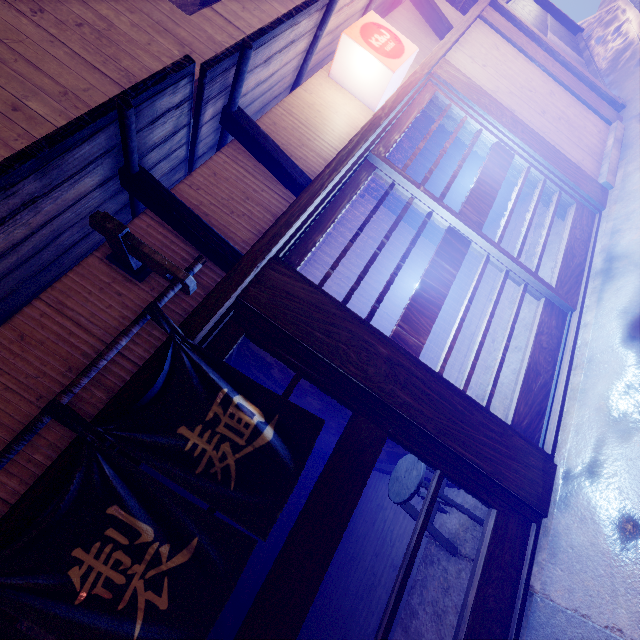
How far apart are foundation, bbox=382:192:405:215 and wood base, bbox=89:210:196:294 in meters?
13.3

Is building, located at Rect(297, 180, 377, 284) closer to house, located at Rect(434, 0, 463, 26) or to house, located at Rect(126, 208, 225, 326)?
house, located at Rect(434, 0, 463, 26)

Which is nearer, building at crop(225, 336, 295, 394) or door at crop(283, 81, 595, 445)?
door at crop(283, 81, 595, 445)

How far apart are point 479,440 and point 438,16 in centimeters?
1040cm

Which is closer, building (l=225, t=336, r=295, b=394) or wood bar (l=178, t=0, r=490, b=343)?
wood bar (l=178, t=0, r=490, b=343)

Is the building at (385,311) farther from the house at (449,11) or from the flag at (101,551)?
the flag at (101,551)

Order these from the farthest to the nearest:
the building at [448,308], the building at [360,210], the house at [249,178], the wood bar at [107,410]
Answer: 1. the building at [360,210]
2. the building at [448,308]
3. the house at [249,178]
4. the wood bar at [107,410]

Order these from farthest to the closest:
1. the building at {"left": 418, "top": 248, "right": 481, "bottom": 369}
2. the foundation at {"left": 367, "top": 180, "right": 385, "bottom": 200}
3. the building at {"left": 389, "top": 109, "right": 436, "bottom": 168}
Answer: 1. the foundation at {"left": 367, "top": 180, "right": 385, "bottom": 200}
2. the building at {"left": 389, "top": 109, "right": 436, "bottom": 168}
3. the building at {"left": 418, "top": 248, "right": 481, "bottom": 369}
